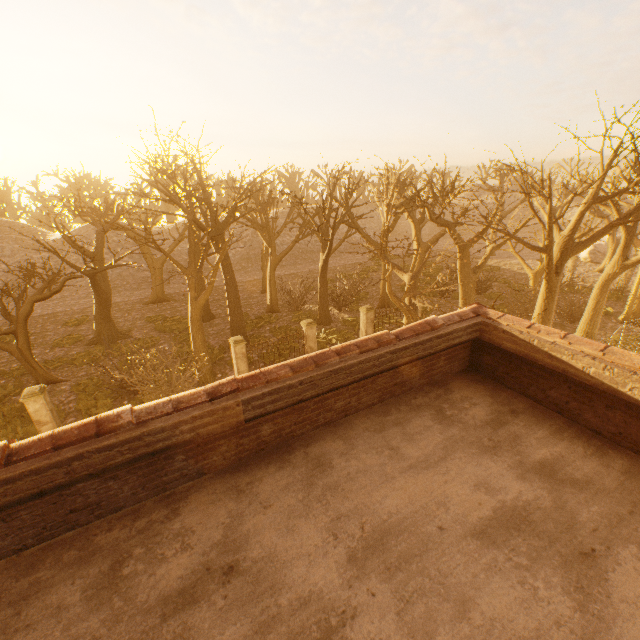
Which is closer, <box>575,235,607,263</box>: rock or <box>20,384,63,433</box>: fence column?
<box>20,384,63,433</box>: fence column

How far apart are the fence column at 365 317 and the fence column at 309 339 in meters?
3.3 m

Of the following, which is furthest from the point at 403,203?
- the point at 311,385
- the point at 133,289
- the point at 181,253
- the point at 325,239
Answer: the point at 181,253

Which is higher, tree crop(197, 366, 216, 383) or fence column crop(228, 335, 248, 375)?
fence column crop(228, 335, 248, 375)

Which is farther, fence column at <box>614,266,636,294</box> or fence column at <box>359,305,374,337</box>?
fence column at <box>614,266,636,294</box>

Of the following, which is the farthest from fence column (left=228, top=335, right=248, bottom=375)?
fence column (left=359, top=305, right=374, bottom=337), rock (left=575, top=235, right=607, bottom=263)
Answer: rock (left=575, top=235, right=607, bottom=263)

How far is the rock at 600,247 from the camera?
37.6m

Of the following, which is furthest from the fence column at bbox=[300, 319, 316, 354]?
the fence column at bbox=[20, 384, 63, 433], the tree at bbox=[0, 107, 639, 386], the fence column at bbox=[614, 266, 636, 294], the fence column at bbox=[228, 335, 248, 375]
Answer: the fence column at bbox=[614, 266, 636, 294]
